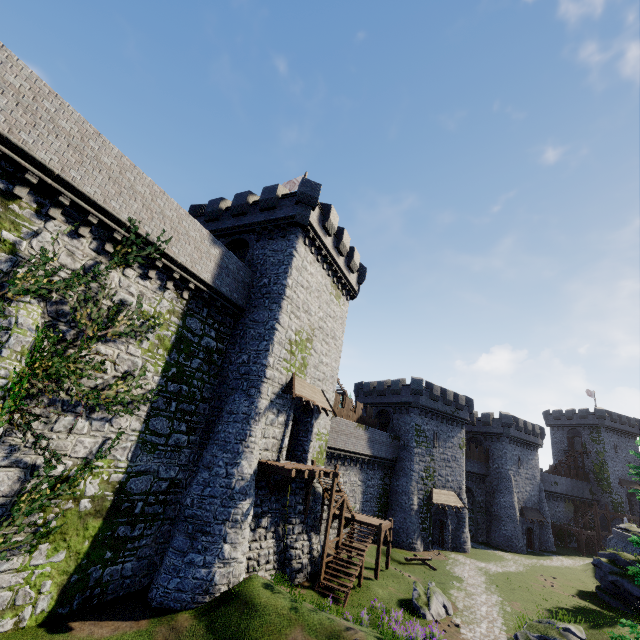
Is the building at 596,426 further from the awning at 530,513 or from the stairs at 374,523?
the stairs at 374,523

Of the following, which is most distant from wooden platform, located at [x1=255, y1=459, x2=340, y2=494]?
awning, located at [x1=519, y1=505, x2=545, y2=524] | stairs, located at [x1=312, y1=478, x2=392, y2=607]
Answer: awning, located at [x1=519, y1=505, x2=545, y2=524]

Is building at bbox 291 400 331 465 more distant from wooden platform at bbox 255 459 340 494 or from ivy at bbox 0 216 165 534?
ivy at bbox 0 216 165 534

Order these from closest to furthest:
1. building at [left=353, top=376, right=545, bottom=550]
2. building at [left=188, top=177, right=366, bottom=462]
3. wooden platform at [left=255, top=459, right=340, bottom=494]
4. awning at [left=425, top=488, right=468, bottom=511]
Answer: wooden platform at [left=255, top=459, right=340, bottom=494] < building at [left=188, top=177, right=366, bottom=462] < awning at [left=425, top=488, right=468, bottom=511] < building at [left=353, top=376, right=545, bottom=550]

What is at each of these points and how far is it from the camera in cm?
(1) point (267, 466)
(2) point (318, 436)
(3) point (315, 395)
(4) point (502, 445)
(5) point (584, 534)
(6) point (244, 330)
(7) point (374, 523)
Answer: (1) wooden platform, 1589
(2) building, 2247
(3) awning, 2119
(4) building, 4631
(5) stairs, 4781
(6) building, 1875
(7) stairs, 2300

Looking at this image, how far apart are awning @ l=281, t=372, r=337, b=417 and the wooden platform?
3.1 meters

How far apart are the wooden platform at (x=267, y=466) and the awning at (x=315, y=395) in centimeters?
309cm

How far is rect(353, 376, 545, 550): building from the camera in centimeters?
3556cm
